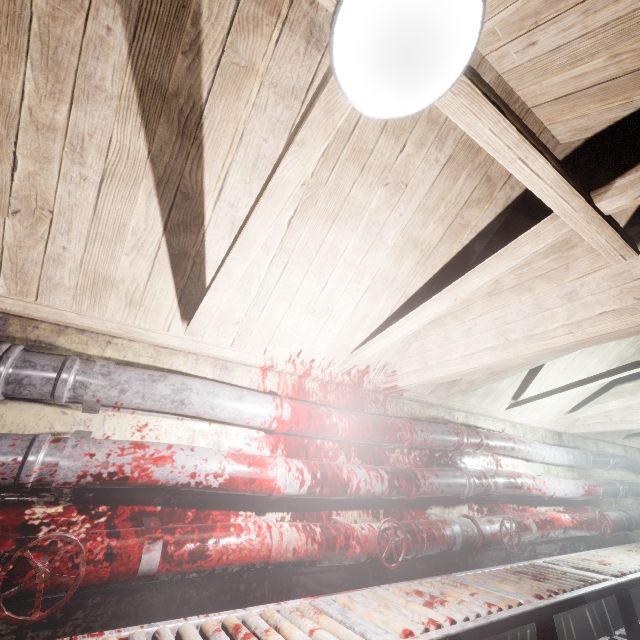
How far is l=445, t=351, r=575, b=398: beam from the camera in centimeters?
235cm

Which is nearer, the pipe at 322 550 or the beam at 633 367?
the pipe at 322 550

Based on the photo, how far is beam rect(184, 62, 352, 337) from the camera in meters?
0.9 m

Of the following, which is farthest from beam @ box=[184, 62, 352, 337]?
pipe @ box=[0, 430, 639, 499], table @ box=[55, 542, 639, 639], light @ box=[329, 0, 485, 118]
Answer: table @ box=[55, 542, 639, 639]

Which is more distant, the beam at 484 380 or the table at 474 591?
the beam at 484 380

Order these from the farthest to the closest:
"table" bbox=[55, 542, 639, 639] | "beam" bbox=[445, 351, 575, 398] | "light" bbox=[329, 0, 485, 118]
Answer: "beam" bbox=[445, 351, 575, 398] < "table" bbox=[55, 542, 639, 639] < "light" bbox=[329, 0, 485, 118]

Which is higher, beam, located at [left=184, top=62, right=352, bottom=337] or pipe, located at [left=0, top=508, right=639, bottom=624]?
beam, located at [left=184, top=62, right=352, bottom=337]

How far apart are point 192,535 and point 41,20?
2.0m
